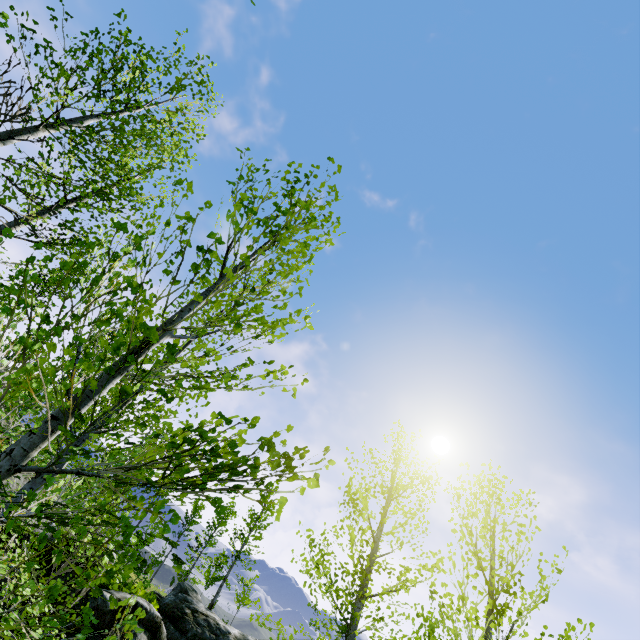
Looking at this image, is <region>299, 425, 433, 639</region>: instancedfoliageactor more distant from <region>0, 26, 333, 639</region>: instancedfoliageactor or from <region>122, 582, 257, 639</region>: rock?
<region>0, 26, 333, 639</region>: instancedfoliageactor

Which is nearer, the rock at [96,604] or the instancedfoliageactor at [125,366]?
the instancedfoliageactor at [125,366]

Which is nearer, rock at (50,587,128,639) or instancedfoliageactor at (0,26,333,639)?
instancedfoliageactor at (0,26,333,639)

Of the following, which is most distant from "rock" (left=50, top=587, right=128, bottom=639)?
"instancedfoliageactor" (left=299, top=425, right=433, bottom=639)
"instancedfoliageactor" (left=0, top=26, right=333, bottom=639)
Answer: "instancedfoliageactor" (left=299, top=425, right=433, bottom=639)

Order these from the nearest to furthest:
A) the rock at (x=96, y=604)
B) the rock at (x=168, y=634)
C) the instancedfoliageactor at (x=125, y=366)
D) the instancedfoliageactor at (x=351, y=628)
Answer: the instancedfoliageactor at (x=125, y=366), the instancedfoliageactor at (x=351, y=628), the rock at (x=96, y=604), the rock at (x=168, y=634)

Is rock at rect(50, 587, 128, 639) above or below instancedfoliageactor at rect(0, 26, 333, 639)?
below

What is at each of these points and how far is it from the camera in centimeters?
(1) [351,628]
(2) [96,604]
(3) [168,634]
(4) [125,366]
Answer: (1) instancedfoliageactor, 749cm
(2) rock, 1406cm
(3) rock, 1770cm
(4) instancedfoliageactor, 254cm

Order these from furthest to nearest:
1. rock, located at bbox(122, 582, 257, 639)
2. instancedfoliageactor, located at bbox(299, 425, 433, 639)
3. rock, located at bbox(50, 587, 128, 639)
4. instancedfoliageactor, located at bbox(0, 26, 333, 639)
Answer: rock, located at bbox(122, 582, 257, 639) < rock, located at bbox(50, 587, 128, 639) < instancedfoliageactor, located at bbox(299, 425, 433, 639) < instancedfoliageactor, located at bbox(0, 26, 333, 639)
